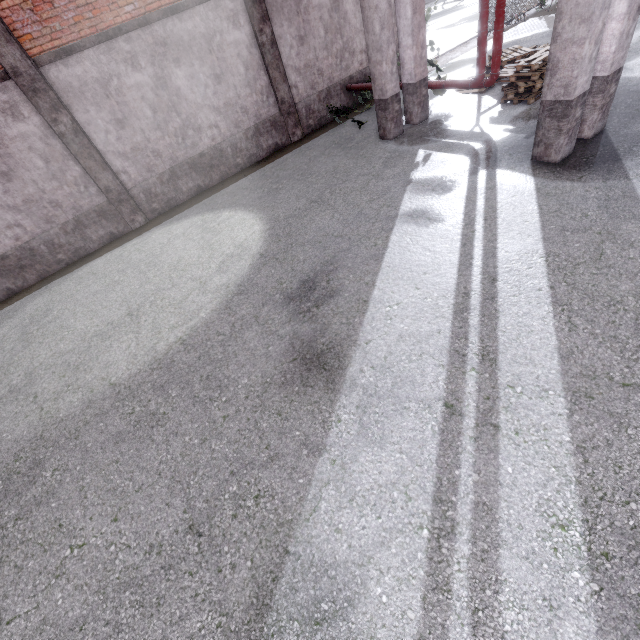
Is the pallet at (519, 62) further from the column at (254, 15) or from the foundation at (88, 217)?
the foundation at (88, 217)

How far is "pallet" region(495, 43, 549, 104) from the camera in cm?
759

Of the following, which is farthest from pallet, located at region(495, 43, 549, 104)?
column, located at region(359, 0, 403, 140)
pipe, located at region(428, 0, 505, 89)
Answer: column, located at region(359, 0, 403, 140)

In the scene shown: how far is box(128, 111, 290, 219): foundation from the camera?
9.62m

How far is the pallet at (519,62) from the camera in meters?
7.6 m

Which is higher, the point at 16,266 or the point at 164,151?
the point at 164,151

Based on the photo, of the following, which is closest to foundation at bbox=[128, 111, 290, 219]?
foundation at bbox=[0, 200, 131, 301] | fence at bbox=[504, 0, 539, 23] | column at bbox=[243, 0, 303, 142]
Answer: column at bbox=[243, 0, 303, 142]

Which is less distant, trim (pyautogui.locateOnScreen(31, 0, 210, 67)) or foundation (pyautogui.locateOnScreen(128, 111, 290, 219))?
trim (pyautogui.locateOnScreen(31, 0, 210, 67))
